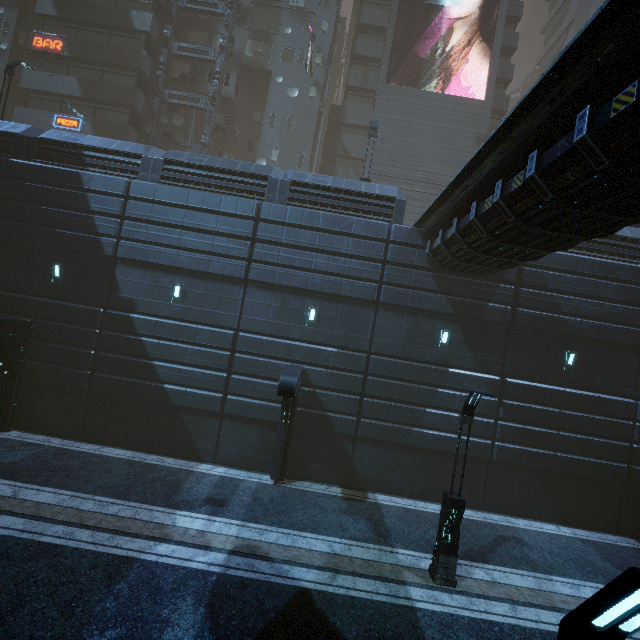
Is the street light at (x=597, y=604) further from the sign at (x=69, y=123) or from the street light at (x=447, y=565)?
the sign at (x=69, y=123)

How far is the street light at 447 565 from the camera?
9.13m

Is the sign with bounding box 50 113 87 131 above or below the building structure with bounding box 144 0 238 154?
below

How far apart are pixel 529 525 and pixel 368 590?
9.19m

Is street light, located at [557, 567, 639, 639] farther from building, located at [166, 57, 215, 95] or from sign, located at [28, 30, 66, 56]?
sign, located at [28, 30, 66, 56]

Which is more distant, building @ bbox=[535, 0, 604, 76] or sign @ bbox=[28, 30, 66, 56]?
building @ bbox=[535, 0, 604, 76]

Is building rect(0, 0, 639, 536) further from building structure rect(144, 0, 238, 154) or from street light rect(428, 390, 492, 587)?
street light rect(428, 390, 492, 587)

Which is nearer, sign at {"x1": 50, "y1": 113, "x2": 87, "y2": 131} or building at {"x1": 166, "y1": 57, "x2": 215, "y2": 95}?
sign at {"x1": 50, "y1": 113, "x2": 87, "y2": 131}
